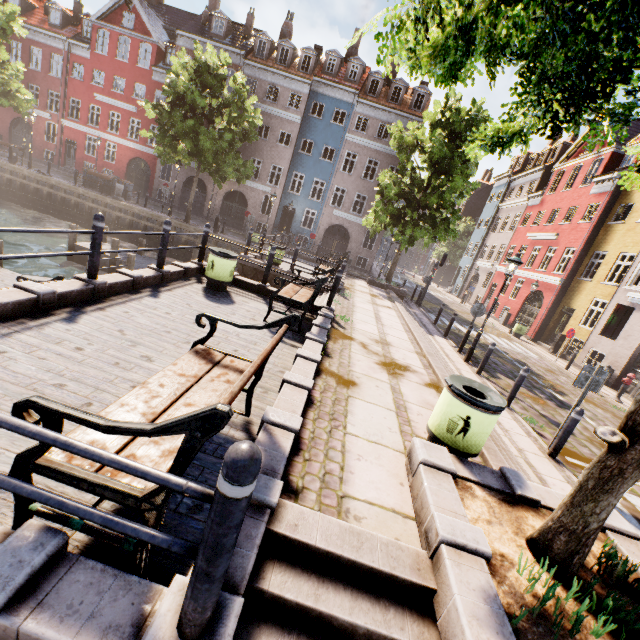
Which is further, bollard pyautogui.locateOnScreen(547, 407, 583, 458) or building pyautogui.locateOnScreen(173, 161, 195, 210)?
building pyautogui.locateOnScreen(173, 161, 195, 210)

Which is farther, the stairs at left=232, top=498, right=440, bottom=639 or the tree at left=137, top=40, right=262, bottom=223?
the tree at left=137, top=40, right=262, bottom=223

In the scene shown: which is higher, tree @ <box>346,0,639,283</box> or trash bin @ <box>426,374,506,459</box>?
tree @ <box>346,0,639,283</box>

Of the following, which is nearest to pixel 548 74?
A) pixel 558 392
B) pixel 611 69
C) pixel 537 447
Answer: pixel 611 69

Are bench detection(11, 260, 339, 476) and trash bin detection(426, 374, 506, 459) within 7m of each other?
yes

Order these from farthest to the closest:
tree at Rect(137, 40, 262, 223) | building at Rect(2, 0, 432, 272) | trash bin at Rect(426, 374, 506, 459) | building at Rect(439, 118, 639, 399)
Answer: building at Rect(2, 0, 432, 272), tree at Rect(137, 40, 262, 223), building at Rect(439, 118, 639, 399), trash bin at Rect(426, 374, 506, 459)

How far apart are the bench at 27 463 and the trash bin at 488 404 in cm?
200

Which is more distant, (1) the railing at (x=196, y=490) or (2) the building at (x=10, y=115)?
(2) the building at (x=10, y=115)
